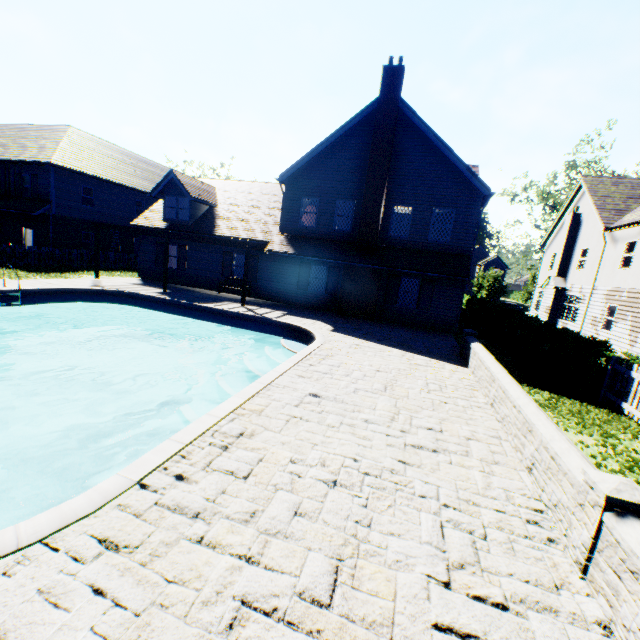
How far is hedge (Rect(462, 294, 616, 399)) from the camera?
9.36m

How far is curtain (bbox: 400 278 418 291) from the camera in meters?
16.9 m

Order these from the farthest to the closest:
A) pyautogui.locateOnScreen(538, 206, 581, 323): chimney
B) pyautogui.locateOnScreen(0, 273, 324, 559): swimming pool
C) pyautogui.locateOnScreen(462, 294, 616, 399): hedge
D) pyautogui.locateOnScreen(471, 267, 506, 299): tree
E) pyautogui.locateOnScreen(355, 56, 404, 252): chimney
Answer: pyautogui.locateOnScreen(471, 267, 506, 299): tree < pyautogui.locateOnScreen(538, 206, 581, 323): chimney < pyautogui.locateOnScreen(355, 56, 404, 252): chimney < pyautogui.locateOnScreen(462, 294, 616, 399): hedge < pyautogui.locateOnScreen(0, 273, 324, 559): swimming pool

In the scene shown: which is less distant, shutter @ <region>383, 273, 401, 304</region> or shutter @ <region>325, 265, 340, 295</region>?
shutter @ <region>383, 273, 401, 304</region>

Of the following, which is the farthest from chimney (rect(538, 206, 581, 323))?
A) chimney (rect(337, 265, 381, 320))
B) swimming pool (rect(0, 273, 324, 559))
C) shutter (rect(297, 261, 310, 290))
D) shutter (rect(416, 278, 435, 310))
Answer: swimming pool (rect(0, 273, 324, 559))

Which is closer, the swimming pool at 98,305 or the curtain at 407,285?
the swimming pool at 98,305

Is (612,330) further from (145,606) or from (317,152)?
(145,606)

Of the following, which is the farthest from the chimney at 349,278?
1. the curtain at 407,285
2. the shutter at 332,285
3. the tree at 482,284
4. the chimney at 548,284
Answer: the tree at 482,284
